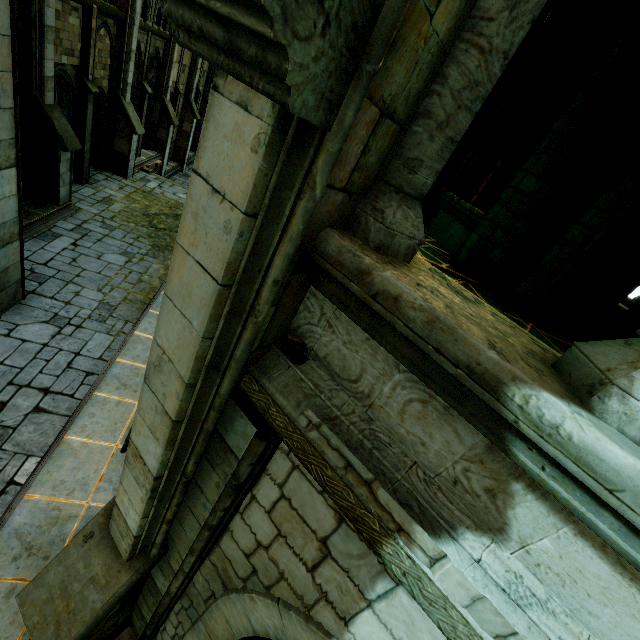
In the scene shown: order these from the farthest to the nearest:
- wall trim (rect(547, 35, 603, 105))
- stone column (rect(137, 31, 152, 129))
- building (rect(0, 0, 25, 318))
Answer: stone column (rect(137, 31, 152, 129))
wall trim (rect(547, 35, 603, 105))
building (rect(0, 0, 25, 318))

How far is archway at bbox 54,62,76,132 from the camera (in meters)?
11.48

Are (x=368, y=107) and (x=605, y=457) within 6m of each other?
yes

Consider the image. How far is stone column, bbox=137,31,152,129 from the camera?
16.58m

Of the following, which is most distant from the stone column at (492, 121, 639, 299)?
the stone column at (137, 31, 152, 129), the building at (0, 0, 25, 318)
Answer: the stone column at (137, 31, 152, 129)

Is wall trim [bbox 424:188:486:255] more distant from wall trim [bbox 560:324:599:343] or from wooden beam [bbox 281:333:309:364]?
wooden beam [bbox 281:333:309:364]

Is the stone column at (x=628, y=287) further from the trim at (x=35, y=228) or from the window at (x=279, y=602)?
the trim at (x=35, y=228)

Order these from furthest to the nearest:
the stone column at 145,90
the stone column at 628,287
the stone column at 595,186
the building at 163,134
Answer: the building at 163,134 → the stone column at 145,90 → the stone column at 628,287 → the stone column at 595,186
